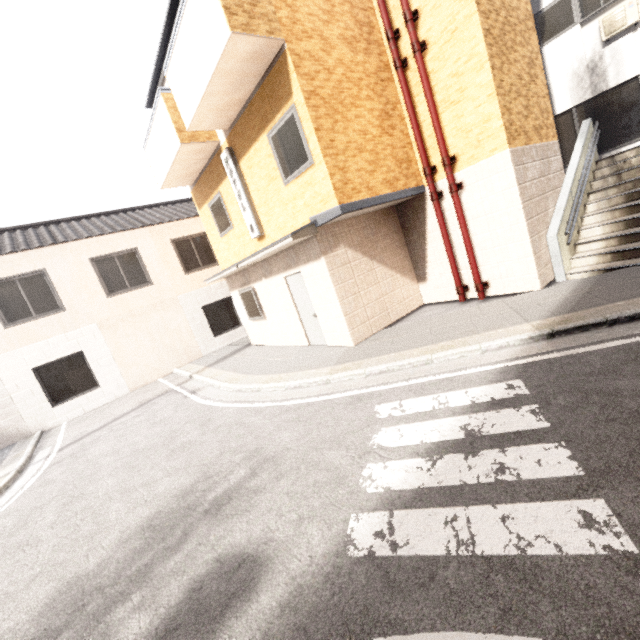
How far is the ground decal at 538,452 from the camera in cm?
271

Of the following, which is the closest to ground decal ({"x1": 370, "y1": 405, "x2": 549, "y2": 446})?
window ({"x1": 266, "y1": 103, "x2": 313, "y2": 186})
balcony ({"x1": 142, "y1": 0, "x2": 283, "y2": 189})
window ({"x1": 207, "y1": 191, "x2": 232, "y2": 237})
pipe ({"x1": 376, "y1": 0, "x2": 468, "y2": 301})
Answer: pipe ({"x1": 376, "y1": 0, "x2": 468, "y2": 301})

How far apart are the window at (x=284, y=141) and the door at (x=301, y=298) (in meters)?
2.04

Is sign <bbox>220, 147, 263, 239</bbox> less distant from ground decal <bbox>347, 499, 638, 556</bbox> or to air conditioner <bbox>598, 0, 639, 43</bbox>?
ground decal <bbox>347, 499, 638, 556</bbox>

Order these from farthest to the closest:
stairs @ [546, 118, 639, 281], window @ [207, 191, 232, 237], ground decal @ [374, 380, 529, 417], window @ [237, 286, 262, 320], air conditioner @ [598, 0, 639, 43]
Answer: window @ [237, 286, 262, 320] → window @ [207, 191, 232, 237] → air conditioner @ [598, 0, 639, 43] → stairs @ [546, 118, 639, 281] → ground decal @ [374, 380, 529, 417]

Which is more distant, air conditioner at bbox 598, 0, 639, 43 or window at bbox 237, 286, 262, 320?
window at bbox 237, 286, 262, 320

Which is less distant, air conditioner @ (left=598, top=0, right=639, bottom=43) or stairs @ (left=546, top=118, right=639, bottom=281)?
stairs @ (left=546, top=118, right=639, bottom=281)

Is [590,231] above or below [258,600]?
above
